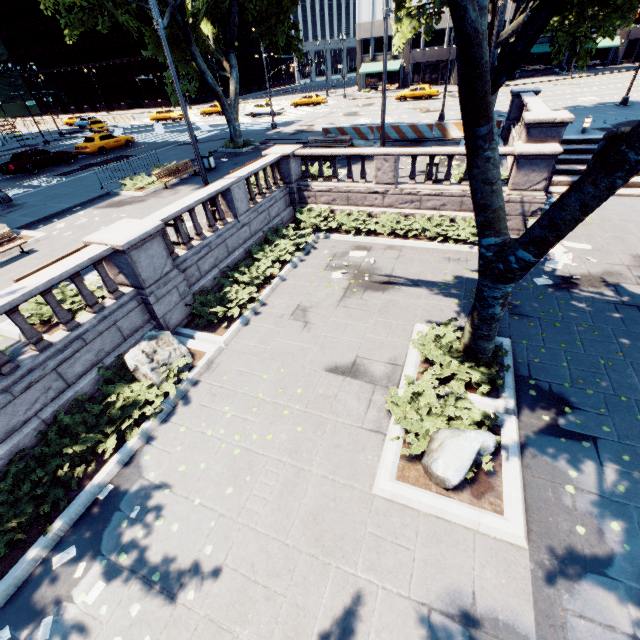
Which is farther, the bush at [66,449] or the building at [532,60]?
the building at [532,60]

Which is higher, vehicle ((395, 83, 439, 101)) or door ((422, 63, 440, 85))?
door ((422, 63, 440, 85))

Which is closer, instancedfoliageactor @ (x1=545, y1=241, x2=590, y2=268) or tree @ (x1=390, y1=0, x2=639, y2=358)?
tree @ (x1=390, y1=0, x2=639, y2=358)

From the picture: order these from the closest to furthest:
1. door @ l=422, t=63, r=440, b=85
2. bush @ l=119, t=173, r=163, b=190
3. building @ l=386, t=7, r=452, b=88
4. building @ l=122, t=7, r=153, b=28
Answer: bush @ l=119, t=173, r=163, b=190, building @ l=386, t=7, r=452, b=88, door @ l=422, t=63, r=440, b=85, building @ l=122, t=7, r=153, b=28

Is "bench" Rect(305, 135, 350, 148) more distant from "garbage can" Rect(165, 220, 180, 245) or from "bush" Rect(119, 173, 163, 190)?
"garbage can" Rect(165, 220, 180, 245)

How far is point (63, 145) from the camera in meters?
35.6 m

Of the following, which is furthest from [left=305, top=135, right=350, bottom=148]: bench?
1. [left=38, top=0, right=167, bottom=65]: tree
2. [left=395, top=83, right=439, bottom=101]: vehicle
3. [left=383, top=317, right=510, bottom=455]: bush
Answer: [left=395, top=83, right=439, bottom=101]: vehicle

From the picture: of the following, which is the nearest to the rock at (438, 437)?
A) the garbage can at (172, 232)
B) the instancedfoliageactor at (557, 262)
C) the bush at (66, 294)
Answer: the instancedfoliageactor at (557, 262)
